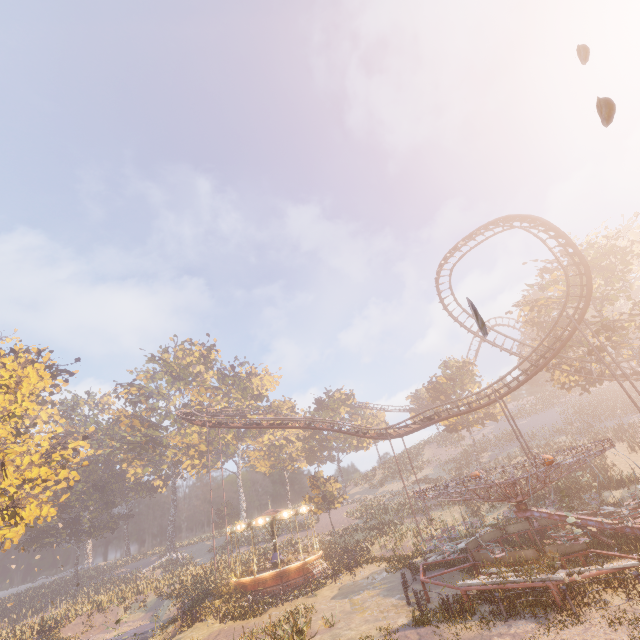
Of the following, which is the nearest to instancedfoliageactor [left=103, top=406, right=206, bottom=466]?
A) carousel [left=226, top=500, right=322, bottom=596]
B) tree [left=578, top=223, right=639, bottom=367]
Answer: carousel [left=226, top=500, right=322, bottom=596]

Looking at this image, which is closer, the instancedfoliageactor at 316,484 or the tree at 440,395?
the instancedfoliageactor at 316,484

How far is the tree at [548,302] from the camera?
31.4m

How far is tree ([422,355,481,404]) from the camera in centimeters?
4619cm

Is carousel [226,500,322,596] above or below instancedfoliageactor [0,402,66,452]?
below

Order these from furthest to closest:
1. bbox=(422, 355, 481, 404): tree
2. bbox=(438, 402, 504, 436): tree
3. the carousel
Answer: bbox=(422, 355, 481, 404): tree, bbox=(438, 402, 504, 436): tree, the carousel

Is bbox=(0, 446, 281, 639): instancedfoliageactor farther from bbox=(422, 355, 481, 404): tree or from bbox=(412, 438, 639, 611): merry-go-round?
bbox=(422, 355, 481, 404): tree

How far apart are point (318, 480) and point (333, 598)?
26.89m
